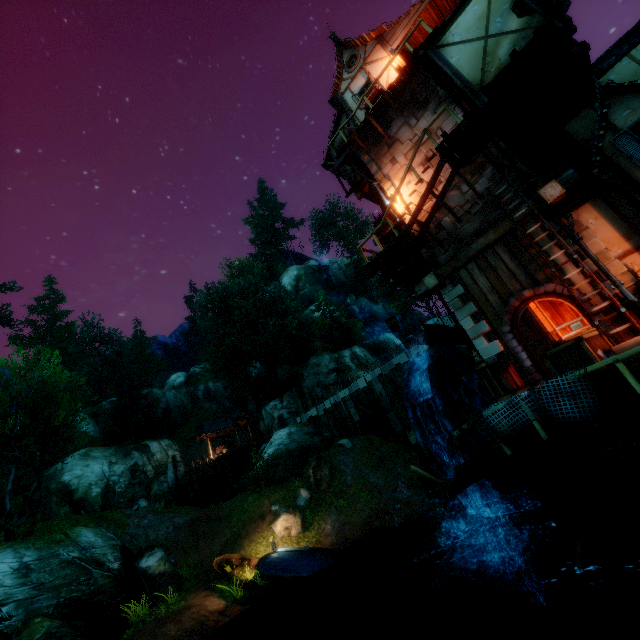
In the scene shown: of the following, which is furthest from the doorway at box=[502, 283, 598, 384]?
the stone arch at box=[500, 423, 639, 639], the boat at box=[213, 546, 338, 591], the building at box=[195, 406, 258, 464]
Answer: the building at box=[195, 406, 258, 464]

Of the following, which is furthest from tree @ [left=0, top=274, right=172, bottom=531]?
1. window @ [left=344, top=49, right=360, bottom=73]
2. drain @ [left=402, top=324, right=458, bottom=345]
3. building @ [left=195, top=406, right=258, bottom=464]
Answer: window @ [left=344, top=49, right=360, bottom=73]

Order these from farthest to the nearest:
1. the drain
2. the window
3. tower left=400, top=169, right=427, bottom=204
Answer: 1. the window
2. the drain
3. tower left=400, top=169, right=427, bottom=204

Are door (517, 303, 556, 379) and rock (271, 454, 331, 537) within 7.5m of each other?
no

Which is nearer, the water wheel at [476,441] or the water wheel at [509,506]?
the water wheel at [509,506]

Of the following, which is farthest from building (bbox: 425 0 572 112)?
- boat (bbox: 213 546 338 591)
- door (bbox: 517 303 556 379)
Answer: boat (bbox: 213 546 338 591)

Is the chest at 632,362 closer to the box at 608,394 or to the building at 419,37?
the box at 608,394

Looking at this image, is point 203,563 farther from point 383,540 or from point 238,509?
point 383,540
